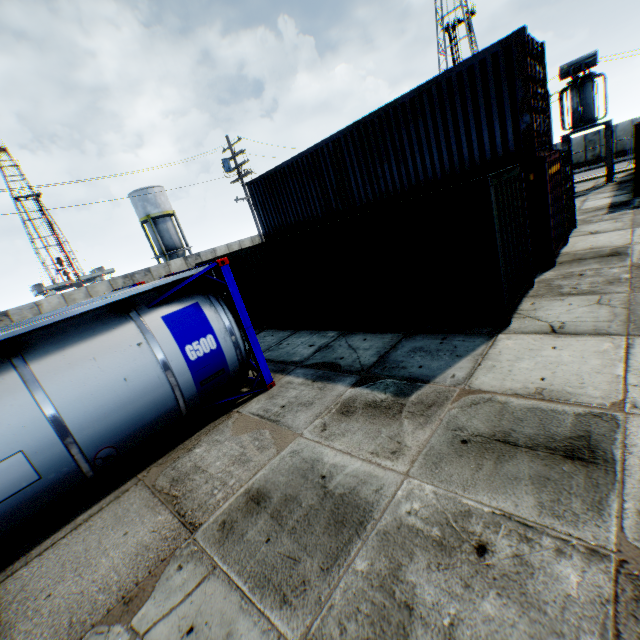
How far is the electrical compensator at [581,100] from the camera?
18.5m

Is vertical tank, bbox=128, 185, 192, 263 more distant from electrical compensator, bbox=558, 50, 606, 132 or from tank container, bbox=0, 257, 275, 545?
electrical compensator, bbox=558, 50, 606, 132

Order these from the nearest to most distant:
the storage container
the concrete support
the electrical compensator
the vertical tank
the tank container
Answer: the tank container
the storage container
the electrical compensator
the concrete support
the vertical tank

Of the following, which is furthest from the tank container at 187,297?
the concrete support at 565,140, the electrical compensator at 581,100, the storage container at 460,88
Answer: the concrete support at 565,140

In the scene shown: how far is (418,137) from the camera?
10.3 meters

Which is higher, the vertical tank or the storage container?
the vertical tank

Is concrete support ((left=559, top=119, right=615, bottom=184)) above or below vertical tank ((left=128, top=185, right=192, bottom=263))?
below

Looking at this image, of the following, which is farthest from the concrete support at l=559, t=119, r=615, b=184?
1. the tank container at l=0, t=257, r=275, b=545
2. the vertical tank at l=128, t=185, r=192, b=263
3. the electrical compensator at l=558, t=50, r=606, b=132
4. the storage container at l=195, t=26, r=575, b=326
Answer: the vertical tank at l=128, t=185, r=192, b=263
